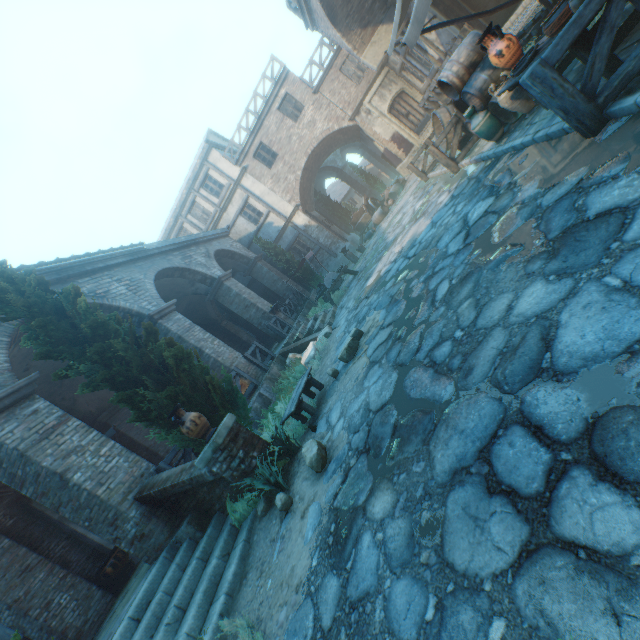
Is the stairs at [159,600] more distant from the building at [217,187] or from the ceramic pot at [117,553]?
the ceramic pot at [117,553]

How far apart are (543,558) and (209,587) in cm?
484

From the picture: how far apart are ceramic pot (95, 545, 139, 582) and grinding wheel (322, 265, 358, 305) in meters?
10.3 m

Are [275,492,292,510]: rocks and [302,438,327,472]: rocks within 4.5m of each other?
yes

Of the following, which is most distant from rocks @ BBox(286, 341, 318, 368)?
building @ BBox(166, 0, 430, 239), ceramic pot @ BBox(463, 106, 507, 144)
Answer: ceramic pot @ BBox(463, 106, 507, 144)

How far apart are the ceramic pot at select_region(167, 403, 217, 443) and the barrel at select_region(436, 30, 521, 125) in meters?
7.8 m

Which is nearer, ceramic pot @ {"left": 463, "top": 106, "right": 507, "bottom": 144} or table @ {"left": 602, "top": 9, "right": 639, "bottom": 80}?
table @ {"left": 602, "top": 9, "right": 639, "bottom": 80}

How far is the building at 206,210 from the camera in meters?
21.4
